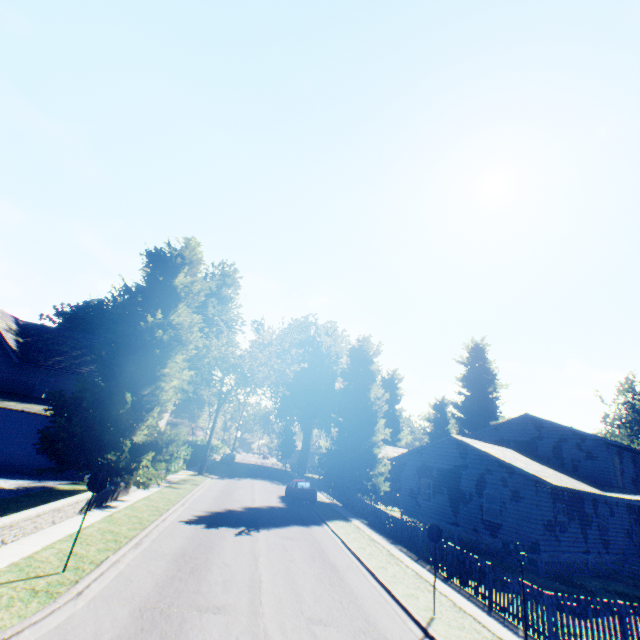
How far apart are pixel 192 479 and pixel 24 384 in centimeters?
1552cm

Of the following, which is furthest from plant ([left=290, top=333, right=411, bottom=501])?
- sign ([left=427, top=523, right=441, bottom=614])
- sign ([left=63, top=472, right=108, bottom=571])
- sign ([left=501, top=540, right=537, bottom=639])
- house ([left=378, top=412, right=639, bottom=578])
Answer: sign ([left=427, top=523, right=441, bottom=614])

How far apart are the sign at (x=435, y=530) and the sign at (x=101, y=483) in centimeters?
971cm

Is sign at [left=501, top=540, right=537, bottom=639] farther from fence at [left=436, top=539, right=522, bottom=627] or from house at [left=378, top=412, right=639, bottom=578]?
house at [left=378, top=412, right=639, bottom=578]

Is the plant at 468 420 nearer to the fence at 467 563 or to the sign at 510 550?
the fence at 467 563

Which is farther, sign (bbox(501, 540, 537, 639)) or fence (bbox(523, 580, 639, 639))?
fence (bbox(523, 580, 639, 639))

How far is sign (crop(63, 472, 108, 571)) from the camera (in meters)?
8.36

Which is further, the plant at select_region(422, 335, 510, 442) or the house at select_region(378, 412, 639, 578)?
the plant at select_region(422, 335, 510, 442)
